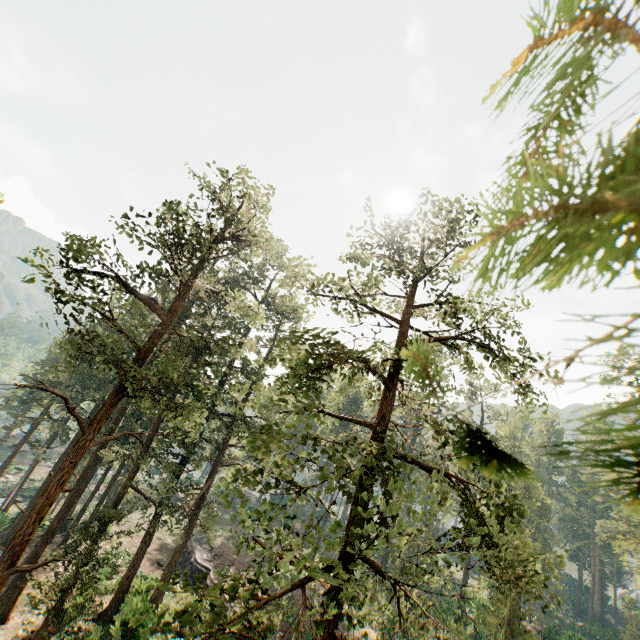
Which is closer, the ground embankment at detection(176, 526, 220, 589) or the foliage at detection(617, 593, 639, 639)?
the ground embankment at detection(176, 526, 220, 589)

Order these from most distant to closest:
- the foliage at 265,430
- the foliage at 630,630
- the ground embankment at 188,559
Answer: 1. the foliage at 630,630
2. the ground embankment at 188,559
3. the foliage at 265,430

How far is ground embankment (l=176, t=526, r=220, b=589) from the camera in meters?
31.6 m

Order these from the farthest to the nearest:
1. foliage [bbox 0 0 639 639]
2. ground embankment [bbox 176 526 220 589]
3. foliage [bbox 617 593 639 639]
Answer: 1. foliage [bbox 617 593 639 639]
2. ground embankment [bbox 176 526 220 589]
3. foliage [bbox 0 0 639 639]

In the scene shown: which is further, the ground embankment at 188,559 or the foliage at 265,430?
the ground embankment at 188,559

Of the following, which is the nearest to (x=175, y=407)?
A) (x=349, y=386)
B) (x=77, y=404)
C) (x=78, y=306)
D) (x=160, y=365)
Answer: (x=78, y=306)

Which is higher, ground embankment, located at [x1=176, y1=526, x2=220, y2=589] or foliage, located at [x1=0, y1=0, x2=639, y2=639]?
foliage, located at [x1=0, y1=0, x2=639, y2=639]
